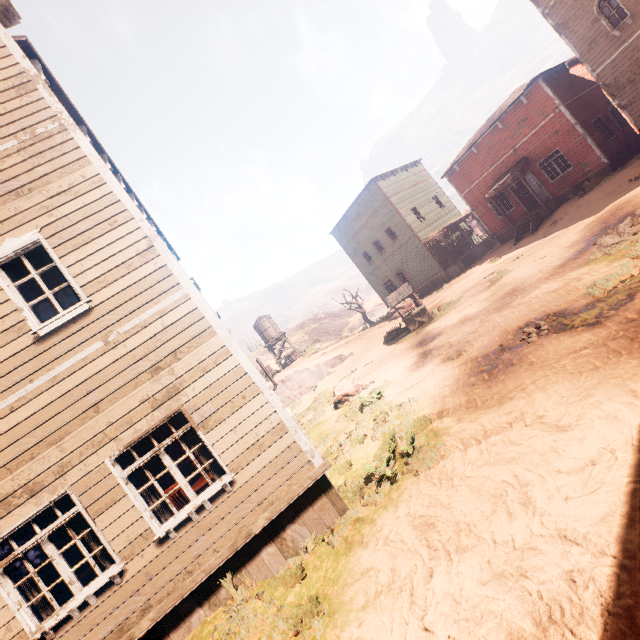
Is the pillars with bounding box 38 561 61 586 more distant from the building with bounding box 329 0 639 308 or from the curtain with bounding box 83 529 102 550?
the curtain with bounding box 83 529 102 550

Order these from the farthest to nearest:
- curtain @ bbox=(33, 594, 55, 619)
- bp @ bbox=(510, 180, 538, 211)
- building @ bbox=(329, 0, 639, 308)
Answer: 1. bp @ bbox=(510, 180, 538, 211)
2. building @ bbox=(329, 0, 639, 308)
3. curtain @ bbox=(33, 594, 55, 619)

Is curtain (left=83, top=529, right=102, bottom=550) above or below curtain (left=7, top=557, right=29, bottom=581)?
below

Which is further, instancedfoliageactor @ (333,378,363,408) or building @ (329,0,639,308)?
building @ (329,0,639,308)

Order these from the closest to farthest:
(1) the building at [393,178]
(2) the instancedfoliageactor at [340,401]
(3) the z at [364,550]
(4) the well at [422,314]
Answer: (3) the z at [364,550] → (2) the instancedfoliageactor at [340,401] → (1) the building at [393,178] → (4) the well at [422,314]

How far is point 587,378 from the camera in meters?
4.7 m

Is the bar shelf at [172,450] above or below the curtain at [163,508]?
above

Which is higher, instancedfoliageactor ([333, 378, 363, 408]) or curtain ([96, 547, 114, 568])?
curtain ([96, 547, 114, 568])
